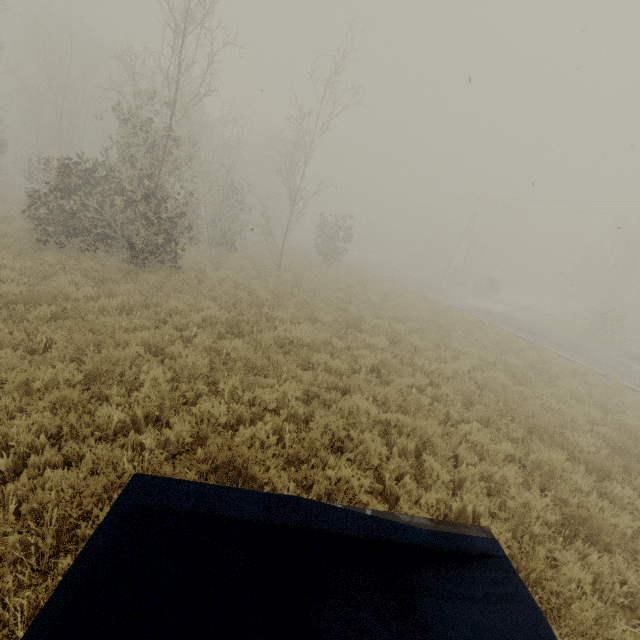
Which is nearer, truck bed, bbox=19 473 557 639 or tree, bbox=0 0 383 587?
truck bed, bbox=19 473 557 639

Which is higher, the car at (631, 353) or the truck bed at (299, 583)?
the truck bed at (299, 583)

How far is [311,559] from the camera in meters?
2.2 m

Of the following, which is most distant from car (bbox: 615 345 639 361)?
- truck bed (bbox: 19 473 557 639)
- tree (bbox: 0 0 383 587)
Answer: truck bed (bbox: 19 473 557 639)

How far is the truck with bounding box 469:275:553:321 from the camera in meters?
30.3 m

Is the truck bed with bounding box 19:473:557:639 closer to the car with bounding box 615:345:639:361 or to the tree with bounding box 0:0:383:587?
the tree with bounding box 0:0:383:587

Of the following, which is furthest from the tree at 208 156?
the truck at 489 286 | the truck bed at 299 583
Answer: the truck at 489 286

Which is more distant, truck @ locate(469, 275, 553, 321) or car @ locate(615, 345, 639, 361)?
truck @ locate(469, 275, 553, 321)
